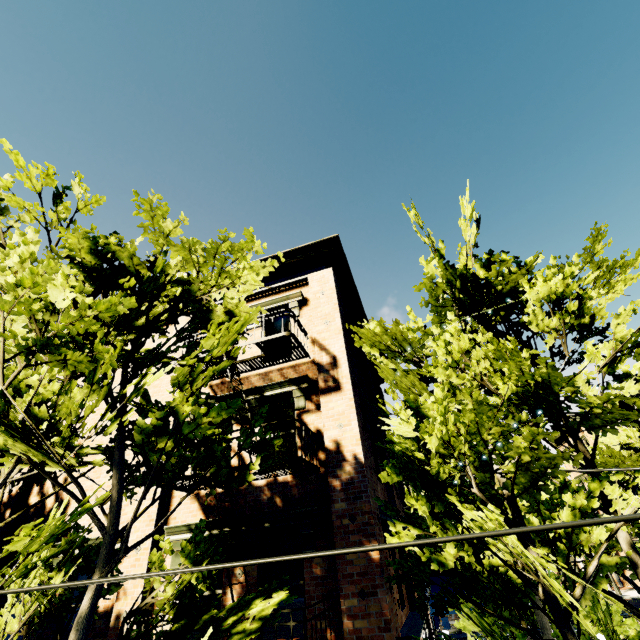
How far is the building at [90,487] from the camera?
8.9 meters

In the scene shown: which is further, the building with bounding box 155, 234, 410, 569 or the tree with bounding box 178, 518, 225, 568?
the building with bounding box 155, 234, 410, 569

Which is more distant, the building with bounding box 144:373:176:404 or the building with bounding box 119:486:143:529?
the building with bounding box 144:373:176:404

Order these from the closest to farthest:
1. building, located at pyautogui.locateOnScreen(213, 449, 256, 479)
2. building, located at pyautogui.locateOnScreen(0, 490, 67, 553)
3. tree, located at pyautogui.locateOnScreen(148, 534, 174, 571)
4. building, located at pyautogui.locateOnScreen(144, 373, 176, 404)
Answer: tree, located at pyautogui.locateOnScreen(148, 534, 174, 571), building, located at pyautogui.locateOnScreen(213, 449, 256, 479), building, located at pyautogui.locateOnScreen(0, 490, 67, 553), building, located at pyautogui.locateOnScreen(144, 373, 176, 404)

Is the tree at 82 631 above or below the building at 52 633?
above

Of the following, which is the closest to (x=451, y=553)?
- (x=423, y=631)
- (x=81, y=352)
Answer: (x=81, y=352)

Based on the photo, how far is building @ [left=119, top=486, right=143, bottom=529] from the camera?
8.1m

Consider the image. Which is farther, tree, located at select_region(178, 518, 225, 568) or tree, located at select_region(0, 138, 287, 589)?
tree, located at select_region(178, 518, 225, 568)
